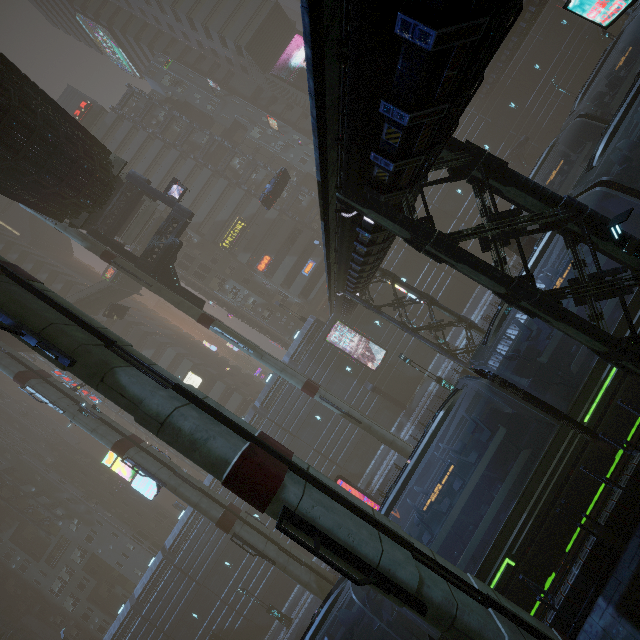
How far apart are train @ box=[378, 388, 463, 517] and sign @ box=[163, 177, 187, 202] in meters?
24.6

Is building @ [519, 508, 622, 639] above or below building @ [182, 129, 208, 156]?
below

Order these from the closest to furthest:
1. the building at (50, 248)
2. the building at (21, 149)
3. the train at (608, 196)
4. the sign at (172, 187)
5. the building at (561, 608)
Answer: the building at (561, 608), the train at (608, 196), the building at (21, 149), the sign at (172, 187), the building at (50, 248)

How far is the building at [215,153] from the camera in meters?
51.6

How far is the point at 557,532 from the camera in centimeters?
1038cm

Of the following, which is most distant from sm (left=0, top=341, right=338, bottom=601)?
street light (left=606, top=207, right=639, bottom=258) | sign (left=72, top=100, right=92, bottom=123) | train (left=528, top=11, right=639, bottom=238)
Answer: sign (left=72, top=100, right=92, bottom=123)

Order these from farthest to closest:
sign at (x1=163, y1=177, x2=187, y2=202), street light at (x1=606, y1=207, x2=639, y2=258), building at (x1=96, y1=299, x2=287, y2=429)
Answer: building at (x1=96, y1=299, x2=287, y2=429)
sign at (x1=163, y1=177, x2=187, y2=202)
street light at (x1=606, y1=207, x2=639, y2=258)

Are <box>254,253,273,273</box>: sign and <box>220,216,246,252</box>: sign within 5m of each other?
yes
